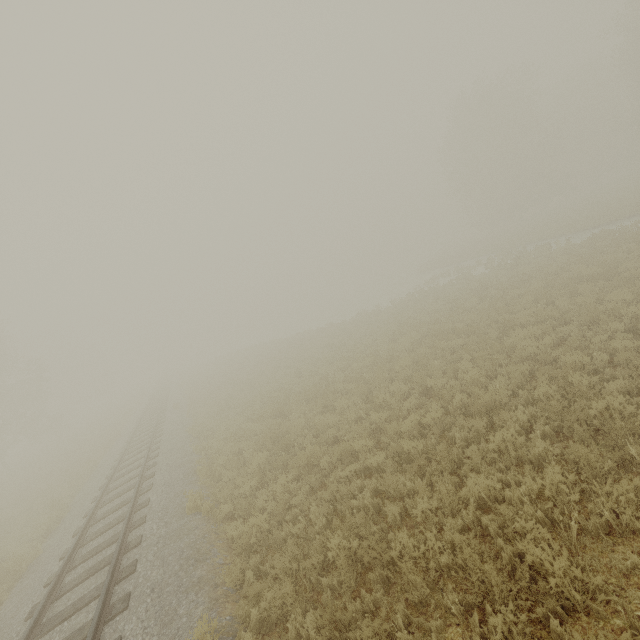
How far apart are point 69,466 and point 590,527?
28.9m
